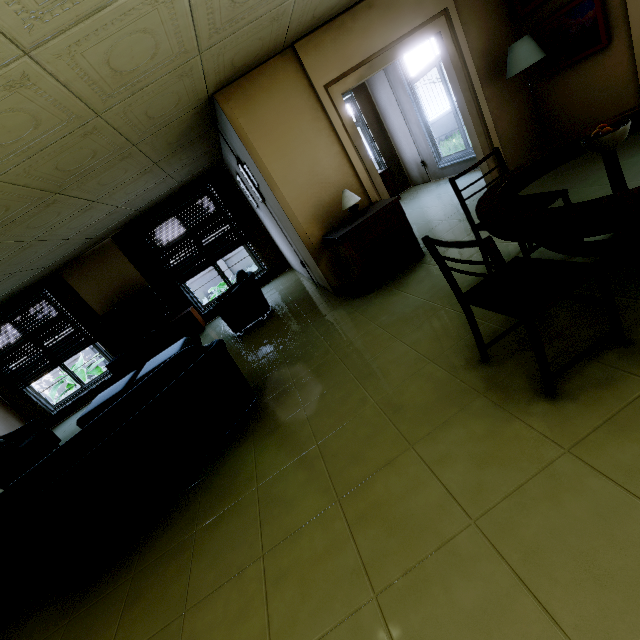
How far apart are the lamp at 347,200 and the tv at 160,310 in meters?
5.2 m

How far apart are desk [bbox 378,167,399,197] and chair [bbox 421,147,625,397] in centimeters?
636cm

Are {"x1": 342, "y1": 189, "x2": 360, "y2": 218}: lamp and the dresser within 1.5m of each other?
yes

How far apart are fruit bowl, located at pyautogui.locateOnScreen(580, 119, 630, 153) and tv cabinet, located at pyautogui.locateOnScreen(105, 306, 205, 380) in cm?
714

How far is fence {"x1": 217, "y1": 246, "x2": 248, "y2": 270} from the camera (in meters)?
13.72

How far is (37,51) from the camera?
1.8m

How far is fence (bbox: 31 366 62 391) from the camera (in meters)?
13.24

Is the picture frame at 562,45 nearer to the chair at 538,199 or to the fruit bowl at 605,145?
the chair at 538,199
